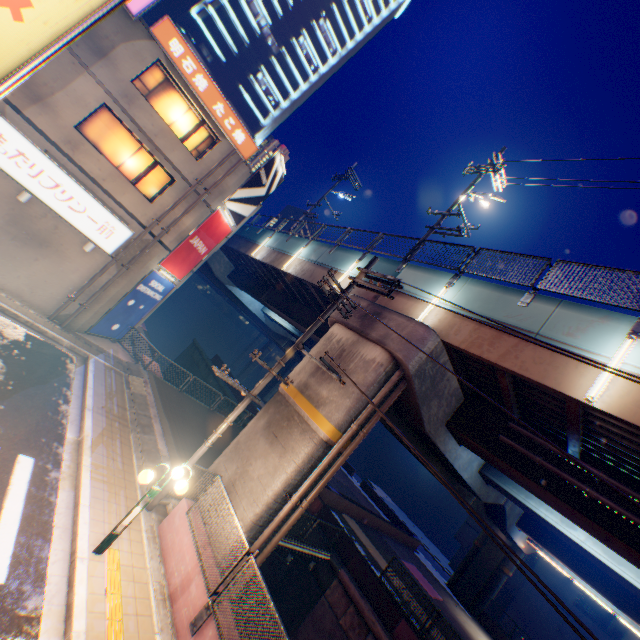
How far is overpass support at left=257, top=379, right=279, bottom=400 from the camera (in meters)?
59.35

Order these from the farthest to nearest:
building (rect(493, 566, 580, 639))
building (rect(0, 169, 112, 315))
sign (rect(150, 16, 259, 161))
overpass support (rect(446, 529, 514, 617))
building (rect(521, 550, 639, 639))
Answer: building (rect(493, 566, 580, 639)) < building (rect(521, 550, 639, 639)) < overpass support (rect(446, 529, 514, 617)) < sign (rect(150, 16, 259, 161)) < building (rect(0, 169, 112, 315))

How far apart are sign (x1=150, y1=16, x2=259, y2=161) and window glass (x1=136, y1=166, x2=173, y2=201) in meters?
3.1 m

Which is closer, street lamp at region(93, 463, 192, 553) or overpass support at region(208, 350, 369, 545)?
street lamp at region(93, 463, 192, 553)

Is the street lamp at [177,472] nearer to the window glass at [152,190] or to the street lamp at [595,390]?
the street lamp at [595,390]

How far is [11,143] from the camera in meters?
11.9

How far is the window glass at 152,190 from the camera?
15.13m

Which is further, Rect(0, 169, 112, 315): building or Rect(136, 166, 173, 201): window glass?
Rect(136, 166, 173, 201): window glass
